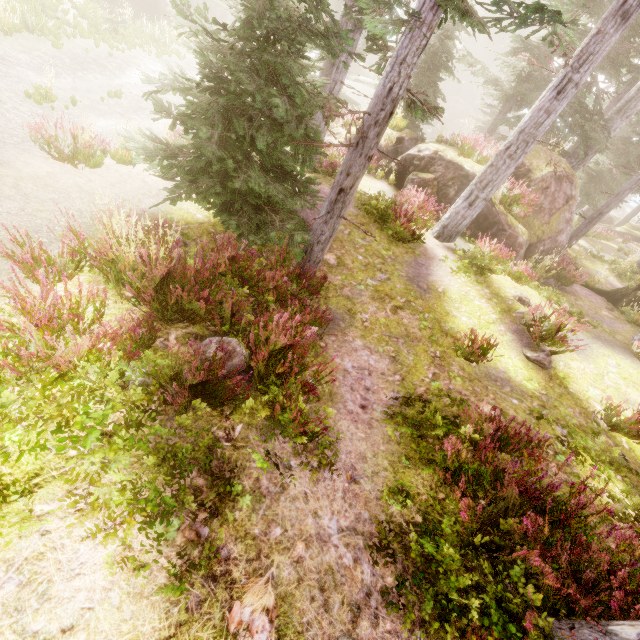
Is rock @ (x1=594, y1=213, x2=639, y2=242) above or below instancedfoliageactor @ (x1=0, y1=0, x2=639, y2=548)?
below

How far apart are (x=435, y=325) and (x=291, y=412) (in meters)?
5.07

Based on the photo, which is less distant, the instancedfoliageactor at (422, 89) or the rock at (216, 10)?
the instancedfoliageactor at (422, 89)

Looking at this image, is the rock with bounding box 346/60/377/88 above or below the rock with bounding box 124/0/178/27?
above

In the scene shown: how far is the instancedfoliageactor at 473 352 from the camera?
6.90m

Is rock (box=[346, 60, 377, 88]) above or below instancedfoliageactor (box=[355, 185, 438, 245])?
below

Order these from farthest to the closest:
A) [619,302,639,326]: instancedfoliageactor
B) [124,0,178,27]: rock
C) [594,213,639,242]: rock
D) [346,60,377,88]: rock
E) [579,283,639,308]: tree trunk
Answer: [346,60,377,88]: rock, [594,213,639,242]: rock, [124,0,178,27]: rock, [579,283,639,308]: tree trunk, [619,302,639,326]: instancedfoliageactor

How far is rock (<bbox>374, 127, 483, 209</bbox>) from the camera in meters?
13.2
